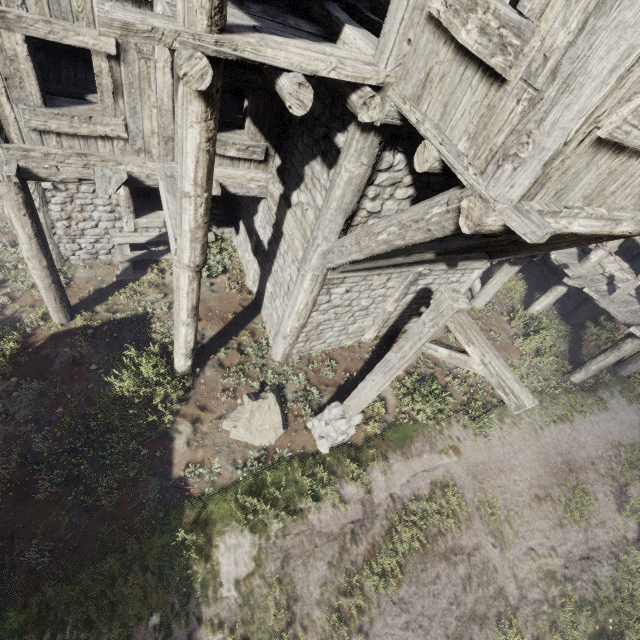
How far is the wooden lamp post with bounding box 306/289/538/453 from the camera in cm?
348

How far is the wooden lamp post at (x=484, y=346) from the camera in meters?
3.5

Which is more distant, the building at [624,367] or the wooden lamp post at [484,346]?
the building at [624,367]

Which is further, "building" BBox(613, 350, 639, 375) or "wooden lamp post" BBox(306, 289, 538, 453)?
"building" BBox(613, 350, 639, 375)

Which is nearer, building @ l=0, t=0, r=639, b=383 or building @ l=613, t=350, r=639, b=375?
building @ l=0, t=0, r=639, b=383

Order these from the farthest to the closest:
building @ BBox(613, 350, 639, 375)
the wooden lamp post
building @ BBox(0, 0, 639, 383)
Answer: building @ BBox(613, 350, 639, 375) < the wooden lamp post < building @ BBox(0, 0, 639, 383)

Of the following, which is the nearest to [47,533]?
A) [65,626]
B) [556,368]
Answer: [65,626]
